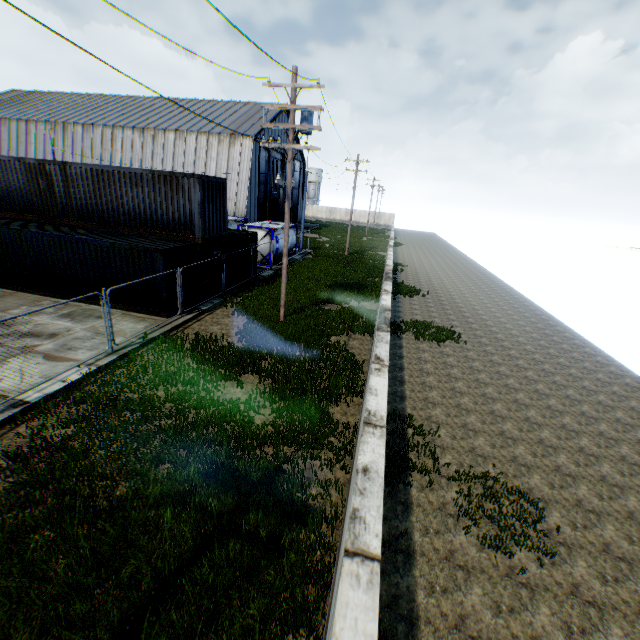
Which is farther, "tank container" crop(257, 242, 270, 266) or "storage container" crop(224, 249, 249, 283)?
"tank container" crop(257, 242, 270, 266)

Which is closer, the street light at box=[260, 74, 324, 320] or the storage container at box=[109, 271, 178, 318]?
the street light at box=[260, 74, 324, 320]

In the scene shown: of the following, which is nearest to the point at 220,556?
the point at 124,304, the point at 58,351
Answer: the point at 58,351

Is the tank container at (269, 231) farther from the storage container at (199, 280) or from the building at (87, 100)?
the storage container at (199, 280)

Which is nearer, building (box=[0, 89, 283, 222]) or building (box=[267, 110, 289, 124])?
building (box=[0, 89, 283, 222])

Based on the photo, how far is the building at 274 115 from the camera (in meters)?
41.40

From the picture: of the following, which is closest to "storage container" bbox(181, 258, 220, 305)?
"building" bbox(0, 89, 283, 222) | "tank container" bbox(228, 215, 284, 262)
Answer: "tank container" bbox(228, 215, 284, 262)

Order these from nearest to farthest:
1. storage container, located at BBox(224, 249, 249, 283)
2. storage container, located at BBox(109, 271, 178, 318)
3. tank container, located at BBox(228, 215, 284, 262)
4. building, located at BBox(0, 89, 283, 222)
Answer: storage container, located at BBox(109, 271, 178, 318)
storage container, located at BBox(224, 249, 249, 283)
tank container, located at BBox(228, 215, 284, 262)
building, located at BBox(0, 89, 283, 222)
